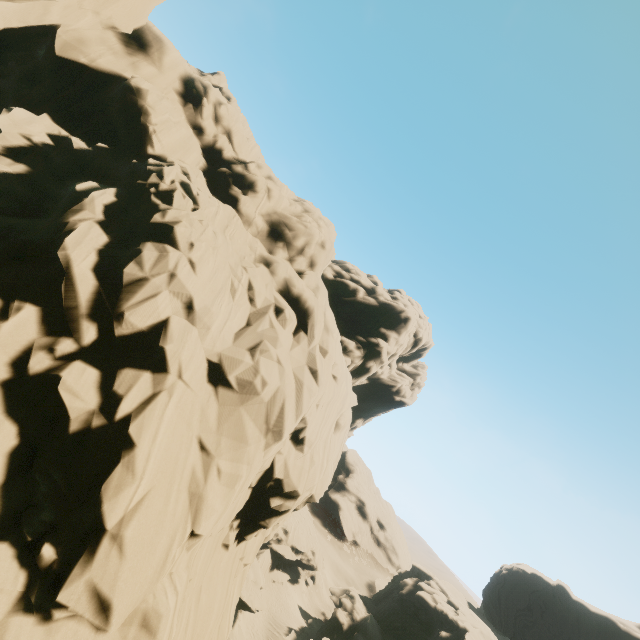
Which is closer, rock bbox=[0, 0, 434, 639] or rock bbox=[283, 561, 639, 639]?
rock bbox=[0, 0, 434, 639]

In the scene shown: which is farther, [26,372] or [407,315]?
[407,315]

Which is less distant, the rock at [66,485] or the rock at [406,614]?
the rock at [66,485]
